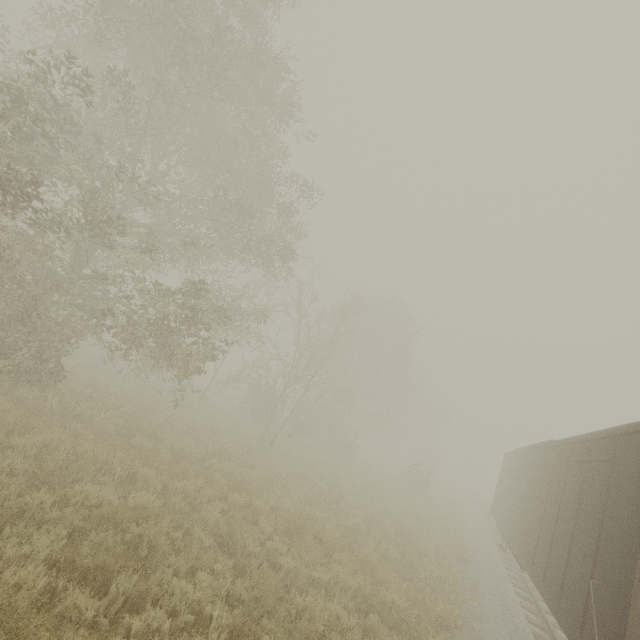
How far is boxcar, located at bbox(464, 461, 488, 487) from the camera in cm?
5894

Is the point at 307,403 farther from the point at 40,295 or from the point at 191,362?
the point at 40,295

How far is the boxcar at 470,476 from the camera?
58.94m

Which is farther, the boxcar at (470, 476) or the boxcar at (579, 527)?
the boxcar at (470, 476)

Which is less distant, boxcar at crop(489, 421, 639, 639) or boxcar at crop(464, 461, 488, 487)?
boxcar at crop(489, 421, 639, 639)
